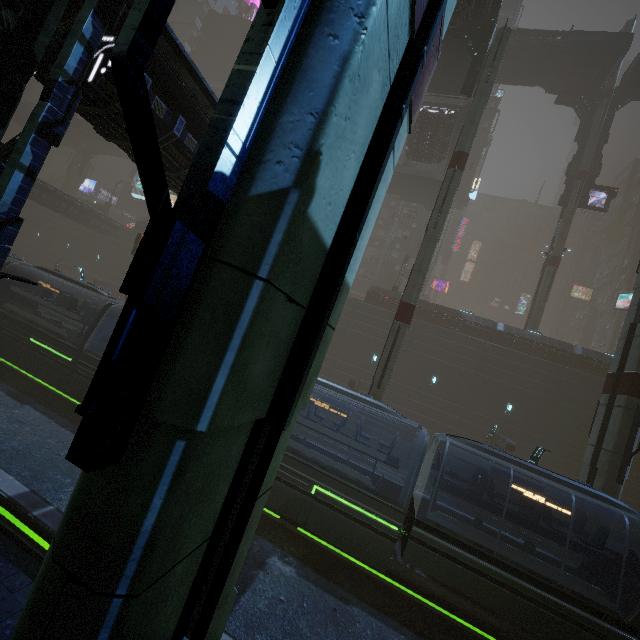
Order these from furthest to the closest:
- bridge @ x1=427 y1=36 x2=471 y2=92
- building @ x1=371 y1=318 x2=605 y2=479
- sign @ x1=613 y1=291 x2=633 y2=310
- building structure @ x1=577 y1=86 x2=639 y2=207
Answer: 1. sign @ x1=613 y1=291 x2=633 y2=310
2. building structure @ x1=577 y1=86 x2=639 y2=207
3. building @ x1=371 y1=318 x2=605 y2=479
4. bridge @ x1=427 y1=36 x2=471 y2=92

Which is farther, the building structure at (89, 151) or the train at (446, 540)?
the building structure at (89, 151)

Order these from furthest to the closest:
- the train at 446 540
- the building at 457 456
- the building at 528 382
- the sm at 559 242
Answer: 1. the sm at 559 242
2. the building at 457 456
3. the building at 528 382
4. the train at 446 540

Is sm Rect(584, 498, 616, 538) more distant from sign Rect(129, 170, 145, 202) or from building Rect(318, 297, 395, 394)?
sign Rect(129, 170, 145, 202)

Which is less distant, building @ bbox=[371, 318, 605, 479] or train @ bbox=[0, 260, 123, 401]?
train @ bbox=[0, 260, 123, 401]

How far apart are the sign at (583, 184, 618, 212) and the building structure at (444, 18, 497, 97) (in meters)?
19.60

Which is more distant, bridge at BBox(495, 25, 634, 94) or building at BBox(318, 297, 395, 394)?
building at BBox(318, 297, 395, 394)

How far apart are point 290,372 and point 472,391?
28.7 meters
